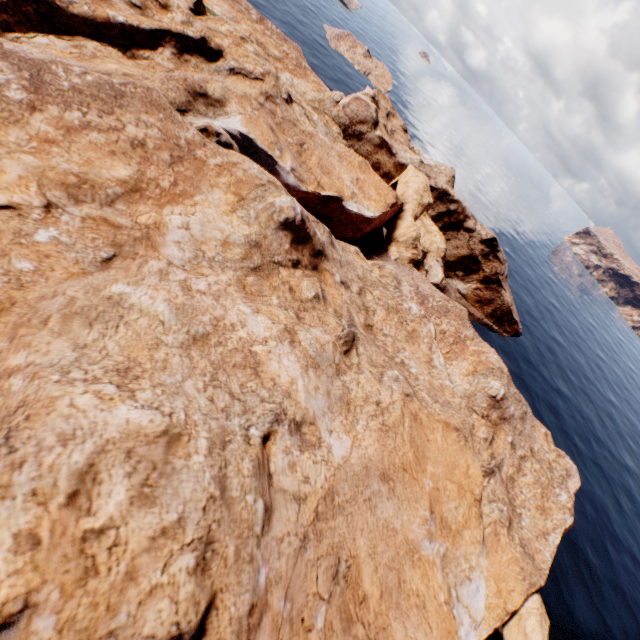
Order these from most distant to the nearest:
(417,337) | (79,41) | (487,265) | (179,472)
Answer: (487,265) → (417,337) → (79,41) → (179,472)
